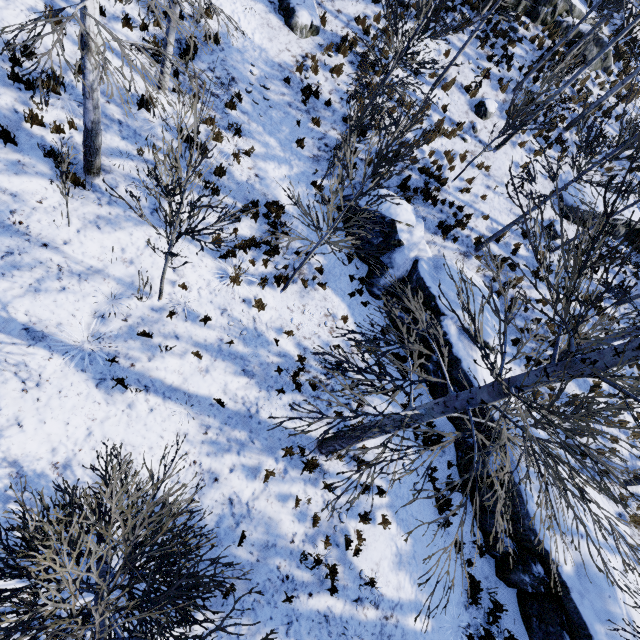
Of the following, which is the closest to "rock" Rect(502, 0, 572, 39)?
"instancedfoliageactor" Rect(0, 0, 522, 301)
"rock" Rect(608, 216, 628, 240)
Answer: "rock" Rect(608, 216, 628, 240)

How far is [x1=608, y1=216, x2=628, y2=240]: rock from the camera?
14.55m

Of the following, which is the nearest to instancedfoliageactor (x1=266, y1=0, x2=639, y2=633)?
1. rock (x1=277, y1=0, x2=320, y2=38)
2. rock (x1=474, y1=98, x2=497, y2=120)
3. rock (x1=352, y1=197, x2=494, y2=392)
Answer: rock (x1=352, y1=197, x2=494, y2=392)

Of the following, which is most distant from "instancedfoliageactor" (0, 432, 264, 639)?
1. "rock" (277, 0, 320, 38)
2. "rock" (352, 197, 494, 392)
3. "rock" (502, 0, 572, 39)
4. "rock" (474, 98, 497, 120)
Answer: "rock" (502, 0, 572, 39)

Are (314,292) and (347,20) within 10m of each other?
no

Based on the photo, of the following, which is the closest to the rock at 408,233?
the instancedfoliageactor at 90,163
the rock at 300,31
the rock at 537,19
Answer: the instancedfoliageactor at 90,163

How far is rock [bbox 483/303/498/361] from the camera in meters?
10.1 m

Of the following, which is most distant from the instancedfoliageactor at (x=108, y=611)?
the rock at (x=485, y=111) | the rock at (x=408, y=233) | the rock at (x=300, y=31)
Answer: the rock at (x=485, y=111)
